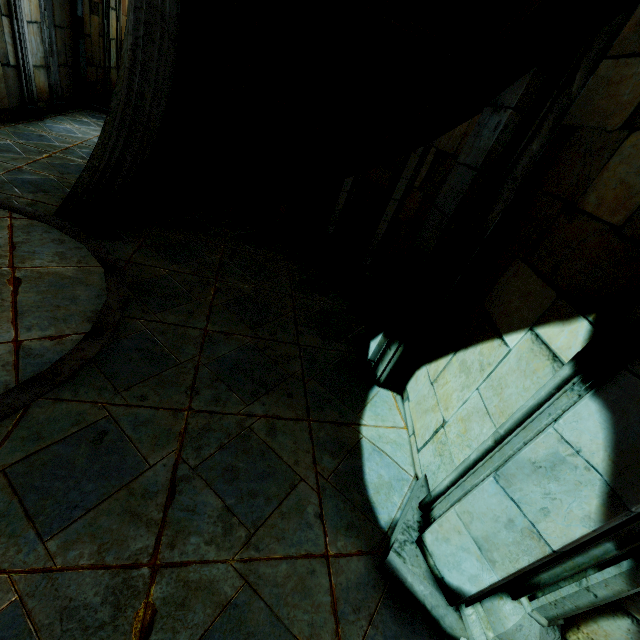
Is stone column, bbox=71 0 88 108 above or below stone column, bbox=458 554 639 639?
above

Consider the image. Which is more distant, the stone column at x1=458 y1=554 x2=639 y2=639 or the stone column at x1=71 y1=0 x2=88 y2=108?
the stone column at x1=71 y1=0 x2=88 y2=108

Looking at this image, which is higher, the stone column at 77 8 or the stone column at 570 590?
the stone column at 77 8

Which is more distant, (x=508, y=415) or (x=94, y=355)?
(x=94, y=355)

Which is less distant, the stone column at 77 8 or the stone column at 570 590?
the stone column at 570 590
